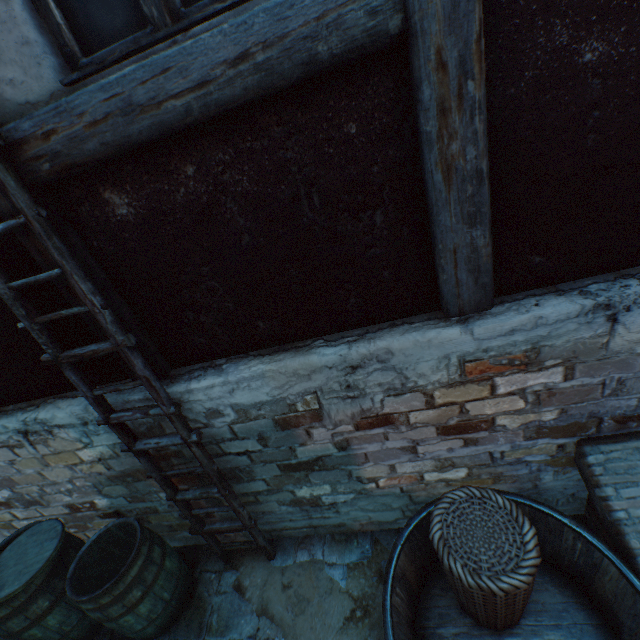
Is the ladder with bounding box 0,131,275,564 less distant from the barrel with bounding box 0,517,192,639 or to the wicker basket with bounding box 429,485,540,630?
the barrel with bounding box 0,517,192,639

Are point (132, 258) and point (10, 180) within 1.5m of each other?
yes

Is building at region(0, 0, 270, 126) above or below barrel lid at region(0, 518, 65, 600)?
above

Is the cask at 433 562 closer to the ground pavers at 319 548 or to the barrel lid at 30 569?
the ground pavers at 319 548

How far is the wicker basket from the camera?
1.63m

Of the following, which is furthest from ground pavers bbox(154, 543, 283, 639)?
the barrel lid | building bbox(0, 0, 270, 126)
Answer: the barrel lid

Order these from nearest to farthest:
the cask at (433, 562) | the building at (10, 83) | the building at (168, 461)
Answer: the building at (10, 83)
the cask at (433, 562)
the building at (168, 461)

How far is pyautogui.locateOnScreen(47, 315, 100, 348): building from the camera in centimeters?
200cm
